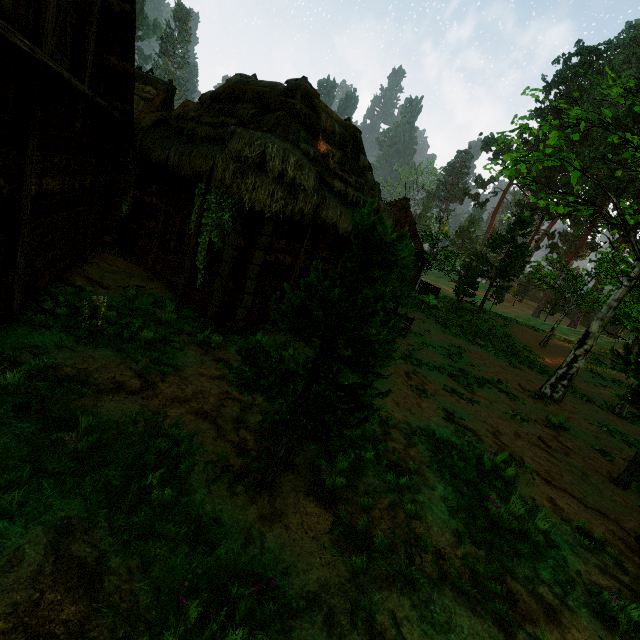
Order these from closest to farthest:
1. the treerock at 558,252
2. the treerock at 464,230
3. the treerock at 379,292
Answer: the treerock at 379,292
the treerock at 558,252
the treerock at 464,230

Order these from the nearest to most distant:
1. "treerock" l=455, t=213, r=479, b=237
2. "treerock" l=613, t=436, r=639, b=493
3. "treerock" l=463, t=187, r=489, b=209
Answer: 1. "treerock" l=613, t=436, r=639, b=493
2. "treerock" l=463, t=187, r=489, b=209
3. "treerock" l=455, t=213, r=479, b=237

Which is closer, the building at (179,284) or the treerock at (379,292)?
the treerock at (379,292)

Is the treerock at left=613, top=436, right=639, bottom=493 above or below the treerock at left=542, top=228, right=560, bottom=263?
below

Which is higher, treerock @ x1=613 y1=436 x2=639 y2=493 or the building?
the building

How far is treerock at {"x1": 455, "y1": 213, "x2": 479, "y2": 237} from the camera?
58.75m

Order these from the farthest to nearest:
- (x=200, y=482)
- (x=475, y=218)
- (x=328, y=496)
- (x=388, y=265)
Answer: (x=475, y=218) < (x=328, y=496) < (x=200, y=482) < (x=388, y=265)
